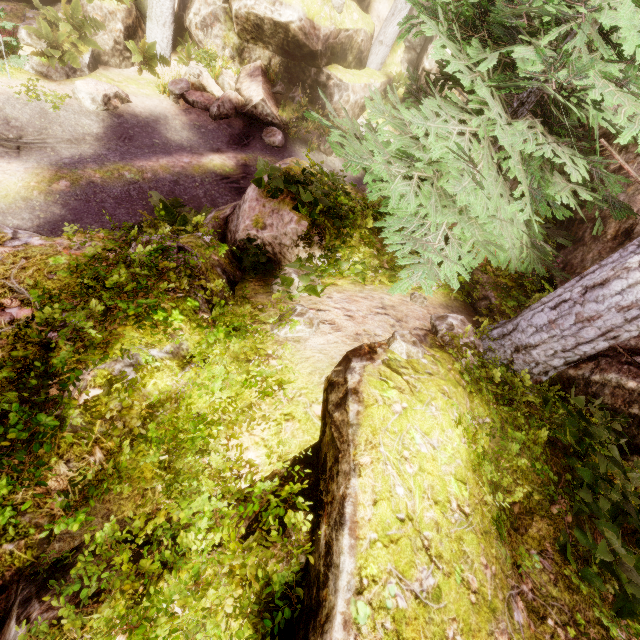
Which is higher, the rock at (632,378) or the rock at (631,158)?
the rock at (631,158)

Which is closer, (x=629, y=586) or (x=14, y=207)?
(x=629, y=586)

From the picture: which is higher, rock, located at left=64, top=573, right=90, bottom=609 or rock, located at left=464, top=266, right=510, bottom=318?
rock, located at left=464, top=266, right=510, bottom=318

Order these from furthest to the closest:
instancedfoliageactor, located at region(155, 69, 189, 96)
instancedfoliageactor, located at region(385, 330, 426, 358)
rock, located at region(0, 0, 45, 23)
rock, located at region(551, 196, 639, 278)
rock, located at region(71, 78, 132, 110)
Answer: instancedfoliageactor, located at region(155, 69, 189, 96)
rock, located at region(0, 0, 45, 23)
rock, located at region(71, 78, 132, 110)
rock, located at region(551, 196, 639, 278)
instancedfoliageactor, located at region(385, 330, 426, 358)

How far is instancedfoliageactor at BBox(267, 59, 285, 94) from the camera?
13.8 meters

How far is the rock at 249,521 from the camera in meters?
2.4 m
